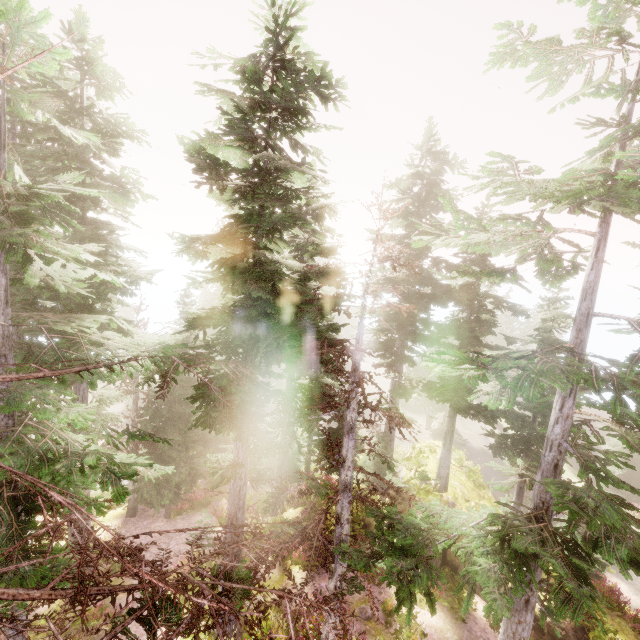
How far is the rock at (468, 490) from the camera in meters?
17.9 m

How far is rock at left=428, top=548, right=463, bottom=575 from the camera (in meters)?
14.58

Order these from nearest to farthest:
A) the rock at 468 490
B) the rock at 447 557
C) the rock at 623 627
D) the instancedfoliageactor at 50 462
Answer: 1. the instancedfoliageactor at 50 462
2. the rock at 623 627
3. the rock at 447 557
4. the rock at 468 490

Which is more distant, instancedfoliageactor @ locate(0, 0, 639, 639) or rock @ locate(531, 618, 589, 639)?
rock @ locate(531, 618, 589, 639)

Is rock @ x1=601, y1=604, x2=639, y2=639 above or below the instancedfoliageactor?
below

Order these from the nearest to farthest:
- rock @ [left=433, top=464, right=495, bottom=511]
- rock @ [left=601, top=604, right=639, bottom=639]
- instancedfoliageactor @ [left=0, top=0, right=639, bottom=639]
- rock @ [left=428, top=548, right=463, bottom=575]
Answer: instancedfoliageactor @ [left=0, top=0, right=639, bottom=639], rock @ [left=601, top=604, right=639, bottom=639], rock @ [left=428, top=548, right=463, bottom=575], rock @ [left=433, top=464, right=495, bottom=511]

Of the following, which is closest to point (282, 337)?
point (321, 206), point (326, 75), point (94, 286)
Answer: point (321, 206)
